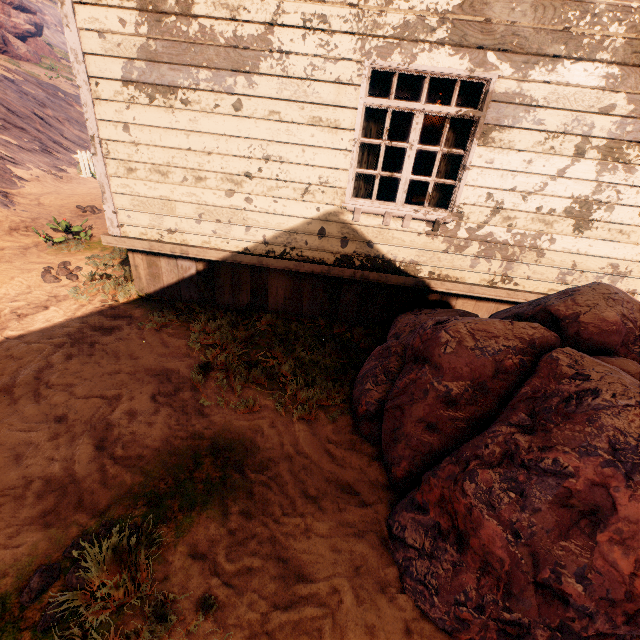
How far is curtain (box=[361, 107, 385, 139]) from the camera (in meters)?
3.78

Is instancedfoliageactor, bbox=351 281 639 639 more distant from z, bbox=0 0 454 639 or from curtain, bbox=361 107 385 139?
curtain, bbox=361 107 385 139

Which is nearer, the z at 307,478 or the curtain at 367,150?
the z at 307,478

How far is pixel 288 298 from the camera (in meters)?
5.07

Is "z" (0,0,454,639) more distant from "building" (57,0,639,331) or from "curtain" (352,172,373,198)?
"curtain" (352,172,373,198)

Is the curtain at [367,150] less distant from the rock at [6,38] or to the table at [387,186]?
the table at [387,186]

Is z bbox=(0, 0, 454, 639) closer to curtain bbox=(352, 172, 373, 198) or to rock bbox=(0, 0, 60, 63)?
curtain bbox=(352, 172, 373, 198)

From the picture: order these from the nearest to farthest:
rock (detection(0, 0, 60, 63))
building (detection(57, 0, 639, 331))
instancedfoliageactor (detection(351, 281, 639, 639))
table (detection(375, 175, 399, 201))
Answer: instancedfoliageactor (detection(351, 281, 639, 639)), building (detection(57, 0, 639, 331)), table (detection(375, 175, 399, 201)), rock (detection(0, 0, 60, 63))
